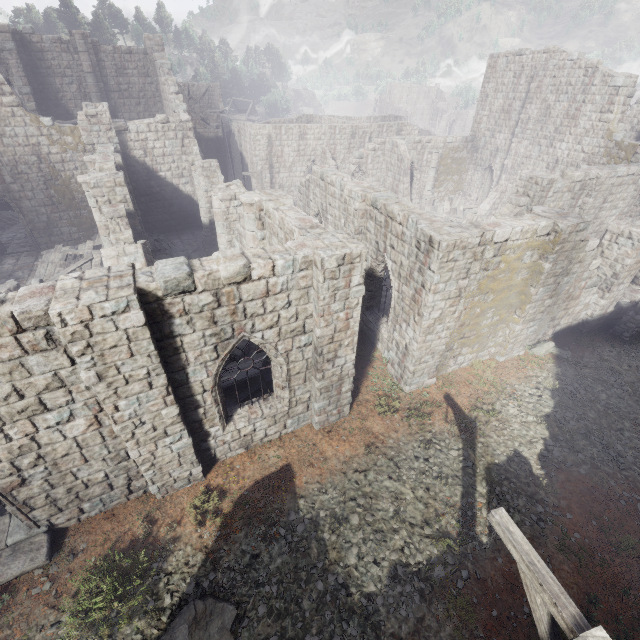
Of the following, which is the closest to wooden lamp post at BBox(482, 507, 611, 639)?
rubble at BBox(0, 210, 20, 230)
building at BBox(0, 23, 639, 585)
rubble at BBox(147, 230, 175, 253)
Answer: building at BBox(0, 23, 639, 585)

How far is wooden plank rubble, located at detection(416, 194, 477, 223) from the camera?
24.7 meters

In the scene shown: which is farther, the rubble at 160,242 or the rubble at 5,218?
the rubble at 5,218

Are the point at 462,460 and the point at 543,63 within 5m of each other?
no

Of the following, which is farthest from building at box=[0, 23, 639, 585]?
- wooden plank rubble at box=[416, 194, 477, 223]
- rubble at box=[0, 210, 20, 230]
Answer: rubble at box=[0, 210, 20, 230]

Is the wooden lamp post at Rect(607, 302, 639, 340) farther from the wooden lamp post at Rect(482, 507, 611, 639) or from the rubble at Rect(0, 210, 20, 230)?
the rubble at Rect(0, 210, 20, 230)

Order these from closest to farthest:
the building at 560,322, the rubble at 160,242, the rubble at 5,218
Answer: the building at 560,322 < the rubble at 160,242 < the rubble at 5,218

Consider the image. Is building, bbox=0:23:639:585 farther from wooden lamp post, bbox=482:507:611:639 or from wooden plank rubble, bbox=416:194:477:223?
wooden lamp post, bbox=482:507:611:639
